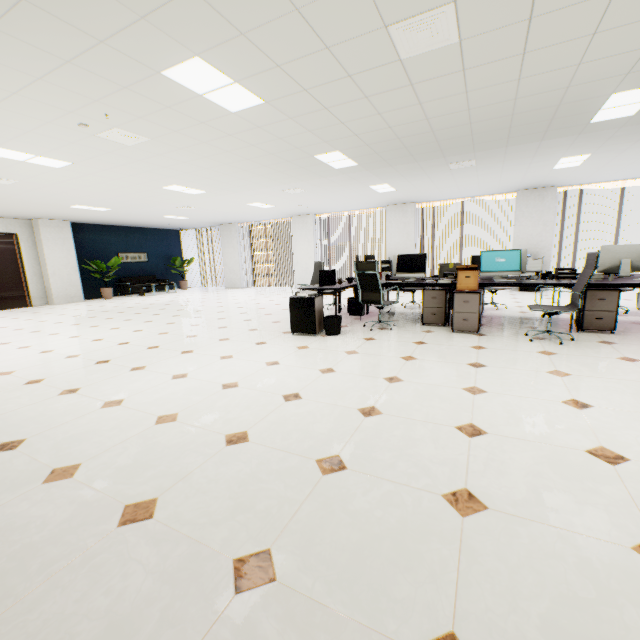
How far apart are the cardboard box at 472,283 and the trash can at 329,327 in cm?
185

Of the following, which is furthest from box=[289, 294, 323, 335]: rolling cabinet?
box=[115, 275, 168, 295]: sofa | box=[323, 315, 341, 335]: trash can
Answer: box=[115, 275, 168, 295]: sofa

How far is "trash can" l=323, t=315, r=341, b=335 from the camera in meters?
5.2 m

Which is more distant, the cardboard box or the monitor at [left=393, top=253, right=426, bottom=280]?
the monitor at [left=393, top=253, right=426, bottom=280]

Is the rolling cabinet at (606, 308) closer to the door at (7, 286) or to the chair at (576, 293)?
the chair at (576, 293)

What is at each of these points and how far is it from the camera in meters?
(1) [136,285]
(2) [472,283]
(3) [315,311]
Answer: (1) sofa, 13.8
(2) cardboard box, 4.8
(3) rolling cabinet, 5.2

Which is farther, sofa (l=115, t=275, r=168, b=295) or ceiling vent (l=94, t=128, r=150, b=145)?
sofa (l=115, t=275, r=168, b=295)

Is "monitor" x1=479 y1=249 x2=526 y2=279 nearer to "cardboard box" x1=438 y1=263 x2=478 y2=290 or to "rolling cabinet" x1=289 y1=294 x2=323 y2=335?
"cardboard box" x1=438 y1=263 x2=478 y2=290
